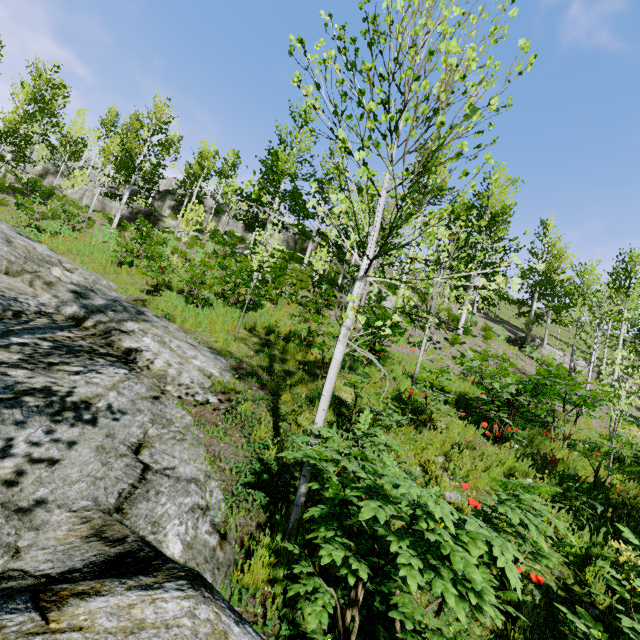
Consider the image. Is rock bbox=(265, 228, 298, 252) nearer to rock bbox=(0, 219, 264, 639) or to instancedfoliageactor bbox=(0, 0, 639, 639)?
instancedfoliageactor bbox=(0, 0, 639, 639)

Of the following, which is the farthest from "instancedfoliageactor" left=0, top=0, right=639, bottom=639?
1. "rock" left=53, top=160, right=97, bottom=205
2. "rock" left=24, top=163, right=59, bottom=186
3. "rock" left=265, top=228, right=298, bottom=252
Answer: "rock" left=265, top=228, right=298, bottom=252

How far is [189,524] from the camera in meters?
2.7

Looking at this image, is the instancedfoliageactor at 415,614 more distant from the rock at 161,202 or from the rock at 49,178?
the rock at 49,178

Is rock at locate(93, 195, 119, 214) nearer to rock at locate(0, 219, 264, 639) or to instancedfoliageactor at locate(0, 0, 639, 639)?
instancedfoliageactor at locate(0, 0, 639, 639)

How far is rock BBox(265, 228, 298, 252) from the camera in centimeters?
3184cm

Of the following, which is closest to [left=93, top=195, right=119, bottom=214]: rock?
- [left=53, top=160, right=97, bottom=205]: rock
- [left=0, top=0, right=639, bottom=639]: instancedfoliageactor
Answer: [left=0, top=0, right=639, bottom=639]: instancedfoliageactor

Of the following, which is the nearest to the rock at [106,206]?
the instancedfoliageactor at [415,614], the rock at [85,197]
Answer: the instancedfoliageactor at [415,614]
